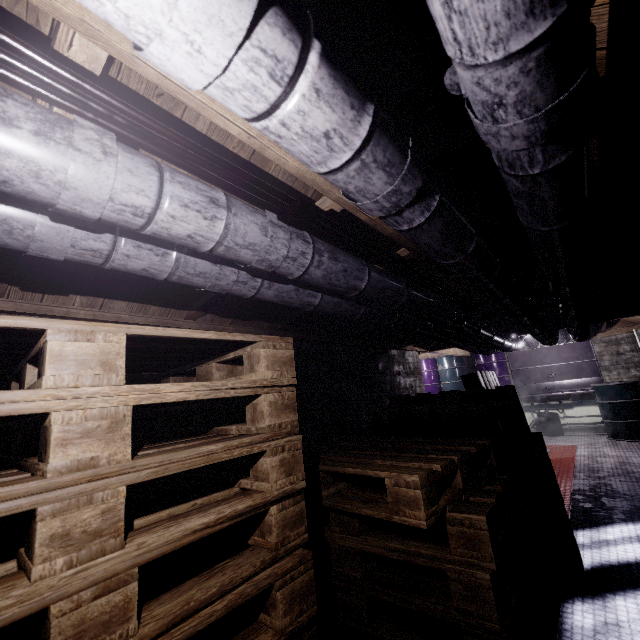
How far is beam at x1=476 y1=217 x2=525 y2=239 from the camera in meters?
1.9

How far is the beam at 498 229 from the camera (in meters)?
1.86

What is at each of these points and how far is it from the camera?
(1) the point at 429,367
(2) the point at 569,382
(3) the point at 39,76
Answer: (1) barrel, 8.7 meters
(2) sink, 7.2 meters
(3) wire, 0.6 meters

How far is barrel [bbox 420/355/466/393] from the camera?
8.2m

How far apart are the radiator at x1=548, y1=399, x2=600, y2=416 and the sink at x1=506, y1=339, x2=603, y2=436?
0.0m

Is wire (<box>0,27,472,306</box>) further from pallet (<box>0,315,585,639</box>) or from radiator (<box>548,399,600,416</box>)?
radiator (<box>548,399,600,416</box>)

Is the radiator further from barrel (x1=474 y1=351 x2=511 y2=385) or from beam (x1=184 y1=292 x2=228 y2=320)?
beam (x1=184 y1=292 x2=228 y2=320)

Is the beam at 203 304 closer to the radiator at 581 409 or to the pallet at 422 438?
the pallet at 422 438
